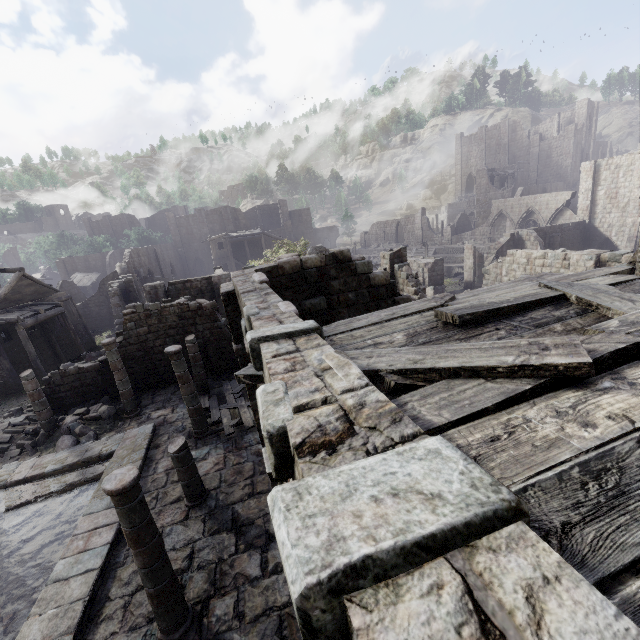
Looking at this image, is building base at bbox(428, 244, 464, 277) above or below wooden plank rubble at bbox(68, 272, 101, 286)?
below

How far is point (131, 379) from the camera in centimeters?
1783cm

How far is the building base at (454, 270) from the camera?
44.8m

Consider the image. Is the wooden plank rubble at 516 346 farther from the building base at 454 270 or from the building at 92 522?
the building base at 454 270

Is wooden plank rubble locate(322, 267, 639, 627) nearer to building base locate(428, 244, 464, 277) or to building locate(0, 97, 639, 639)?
building locate(0, 97, 639, 639)

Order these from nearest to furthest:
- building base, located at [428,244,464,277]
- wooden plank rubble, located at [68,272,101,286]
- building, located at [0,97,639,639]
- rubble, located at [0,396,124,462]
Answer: building, located at [0,97,639,639] → rubble, located at [0,396,124,462] → building base, located at [428,244,464,277] → wooden plank rubble, located at [68,272,101,286]

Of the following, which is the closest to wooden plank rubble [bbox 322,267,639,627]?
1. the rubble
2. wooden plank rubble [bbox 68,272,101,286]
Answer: the rubble

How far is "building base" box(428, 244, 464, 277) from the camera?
44.8m
